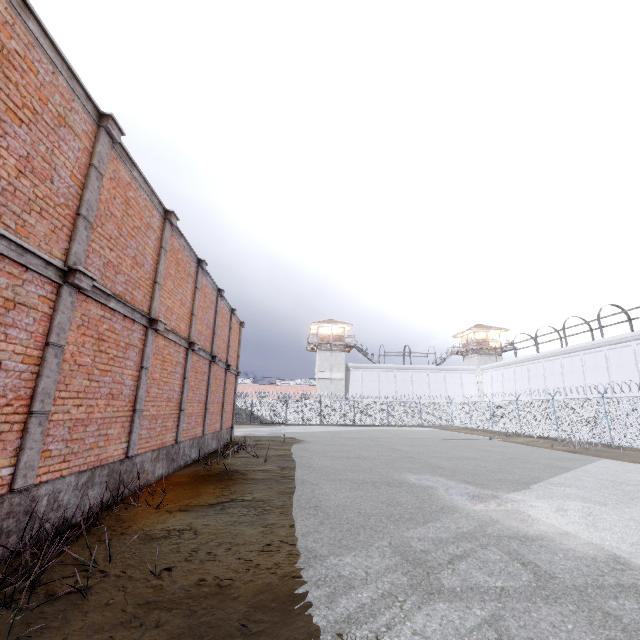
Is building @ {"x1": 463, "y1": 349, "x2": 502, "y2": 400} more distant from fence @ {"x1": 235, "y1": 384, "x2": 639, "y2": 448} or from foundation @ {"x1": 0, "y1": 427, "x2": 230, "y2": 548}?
foundation @ {"x1": 0, "y1": 427, "x2": 230, "y2": 548}

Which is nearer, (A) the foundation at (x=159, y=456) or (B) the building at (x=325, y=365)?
(A) the foundation at (x=159, y=456)

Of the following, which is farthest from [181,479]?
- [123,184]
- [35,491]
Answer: [123,184]

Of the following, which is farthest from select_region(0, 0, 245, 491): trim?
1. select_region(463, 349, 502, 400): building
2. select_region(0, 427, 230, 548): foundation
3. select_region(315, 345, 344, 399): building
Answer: select_region(463, 349, 502, 400): building

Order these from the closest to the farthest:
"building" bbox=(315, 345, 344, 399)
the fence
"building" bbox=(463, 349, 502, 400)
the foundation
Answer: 1. the foundation
2. the fence
3. "building" bbox=(315, 345, 344, 399)
4. "building" bbox=(463, 349, 502, 400)

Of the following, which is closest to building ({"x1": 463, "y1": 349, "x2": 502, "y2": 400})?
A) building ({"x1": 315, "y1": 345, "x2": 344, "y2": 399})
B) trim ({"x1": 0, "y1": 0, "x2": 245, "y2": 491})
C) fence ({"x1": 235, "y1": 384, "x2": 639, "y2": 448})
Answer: fence ({"x1": 235, "y1": 384, "x2": 639, "y2": 448})

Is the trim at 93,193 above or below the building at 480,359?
below

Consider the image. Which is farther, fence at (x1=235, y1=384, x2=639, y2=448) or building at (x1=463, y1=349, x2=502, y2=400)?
building at (x1=463, y1=349, x2=502, y2=400)
